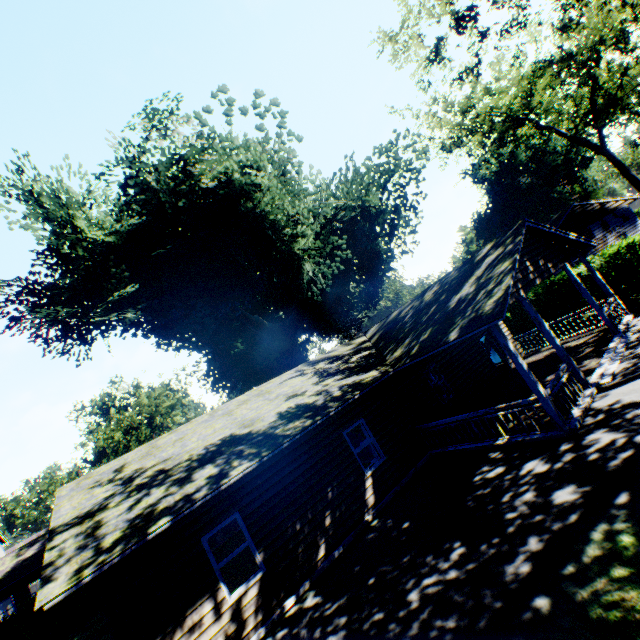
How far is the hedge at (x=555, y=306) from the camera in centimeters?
1822cm

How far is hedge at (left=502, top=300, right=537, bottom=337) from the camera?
21.1 meters

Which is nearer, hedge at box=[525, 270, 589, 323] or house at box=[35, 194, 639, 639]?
house at box=[35, 194, 639, 639]

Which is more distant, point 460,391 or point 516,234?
point 460,391

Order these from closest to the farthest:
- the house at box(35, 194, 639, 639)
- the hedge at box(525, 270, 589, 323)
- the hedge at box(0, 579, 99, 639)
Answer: the house at box(35, 194, 639, 639)
the hedge at box(0, 579, 99, 639)
the hedge at box(525, 270, 589, 323)

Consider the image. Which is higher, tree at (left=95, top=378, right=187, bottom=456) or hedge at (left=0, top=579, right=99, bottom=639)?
tree at (left=95, top=378, right=187, bottom=456)

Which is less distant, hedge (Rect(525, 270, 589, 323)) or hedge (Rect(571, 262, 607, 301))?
hedge (Rect(571, 262, 607, 301))

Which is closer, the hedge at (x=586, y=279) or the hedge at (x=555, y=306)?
the hedge at (x=586, y=279)
